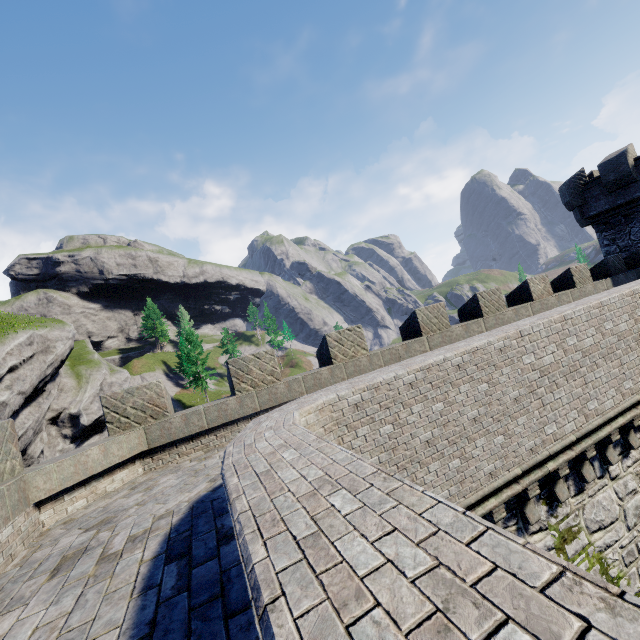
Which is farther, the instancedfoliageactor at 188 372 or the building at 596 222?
the instancedfoliageactor at 188 372

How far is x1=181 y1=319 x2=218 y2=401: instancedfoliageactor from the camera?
52.4m

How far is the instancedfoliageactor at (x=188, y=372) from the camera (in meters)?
52.38

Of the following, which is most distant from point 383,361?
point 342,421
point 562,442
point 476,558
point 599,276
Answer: point 599,276

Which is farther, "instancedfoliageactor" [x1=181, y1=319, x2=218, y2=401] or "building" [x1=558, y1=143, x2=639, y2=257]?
"instancedfoliageactor" [x1=181, y1=319, x2=218, y2=401]
